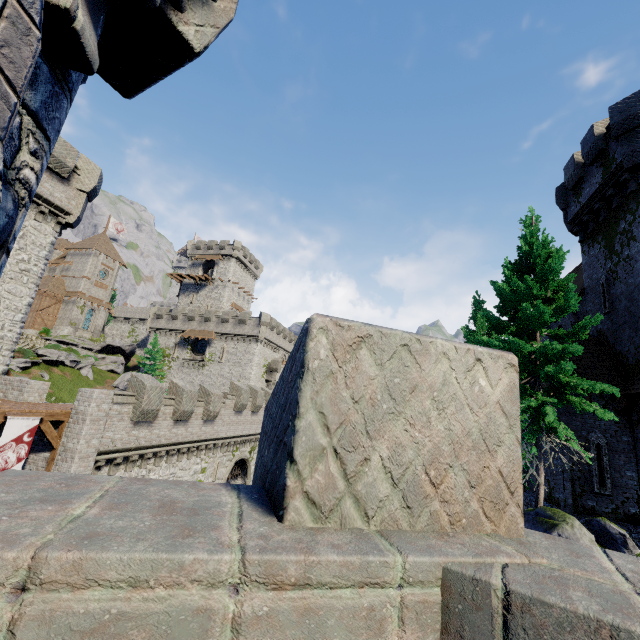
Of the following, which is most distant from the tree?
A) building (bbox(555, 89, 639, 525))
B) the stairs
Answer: the stairs

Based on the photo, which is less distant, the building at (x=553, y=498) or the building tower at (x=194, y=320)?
the building at (x=553, y=498)

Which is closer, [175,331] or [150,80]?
[150,80]

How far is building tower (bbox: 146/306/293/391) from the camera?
47.0m

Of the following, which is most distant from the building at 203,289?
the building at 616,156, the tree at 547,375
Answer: the tree at 547,375

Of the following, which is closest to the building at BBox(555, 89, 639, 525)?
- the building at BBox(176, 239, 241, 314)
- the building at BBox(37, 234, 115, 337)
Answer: the building at BBox(176, 239, 241, 314)

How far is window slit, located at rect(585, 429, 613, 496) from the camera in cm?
1462

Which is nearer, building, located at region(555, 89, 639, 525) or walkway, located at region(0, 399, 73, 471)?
walkway, located at region(0, 399, 73, 471)
